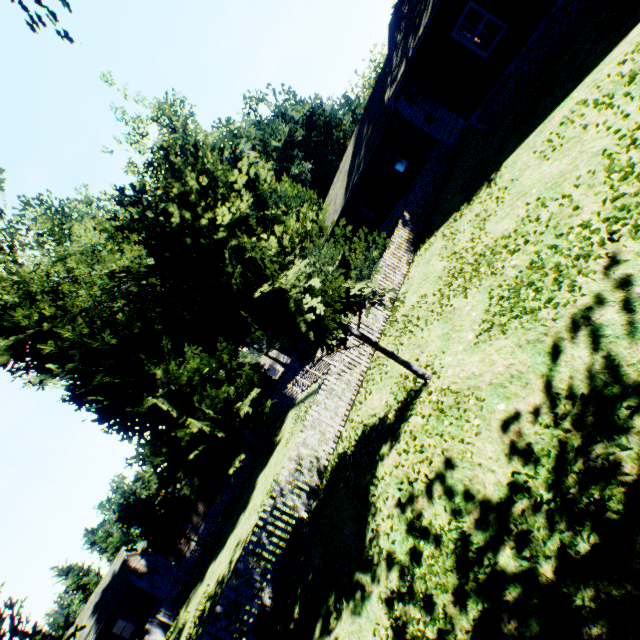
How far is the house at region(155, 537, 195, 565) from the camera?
30.6 meters

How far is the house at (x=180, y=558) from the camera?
30.6 meters

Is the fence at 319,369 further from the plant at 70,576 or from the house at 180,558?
the plant at 70,576

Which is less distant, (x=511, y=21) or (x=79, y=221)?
(x=511, y=21)

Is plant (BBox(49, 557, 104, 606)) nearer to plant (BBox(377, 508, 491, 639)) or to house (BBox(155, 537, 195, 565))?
plant (BBox(377, 508, 491, 639))

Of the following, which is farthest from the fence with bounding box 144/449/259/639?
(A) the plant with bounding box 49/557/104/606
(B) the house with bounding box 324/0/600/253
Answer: (A) the plant with bounding box 49/557/104/606

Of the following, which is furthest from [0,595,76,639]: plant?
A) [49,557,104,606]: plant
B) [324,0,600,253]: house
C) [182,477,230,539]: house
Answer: [49,557,104,606]: plant
